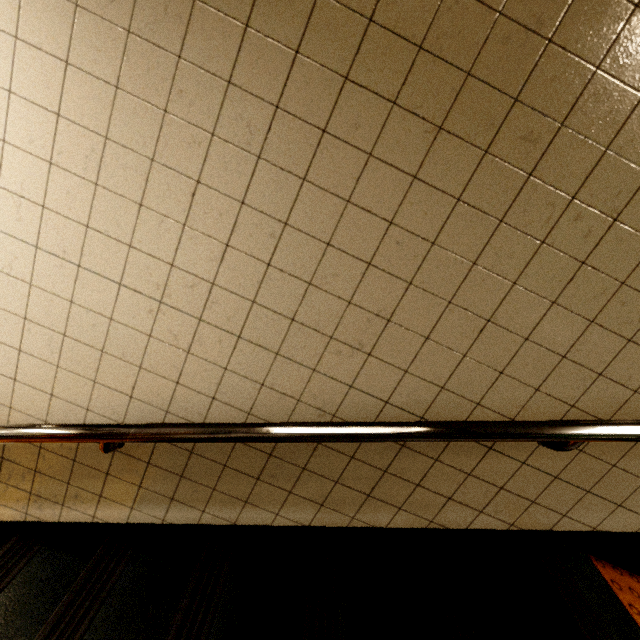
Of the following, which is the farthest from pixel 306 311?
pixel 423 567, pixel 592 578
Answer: pixel 592 578
